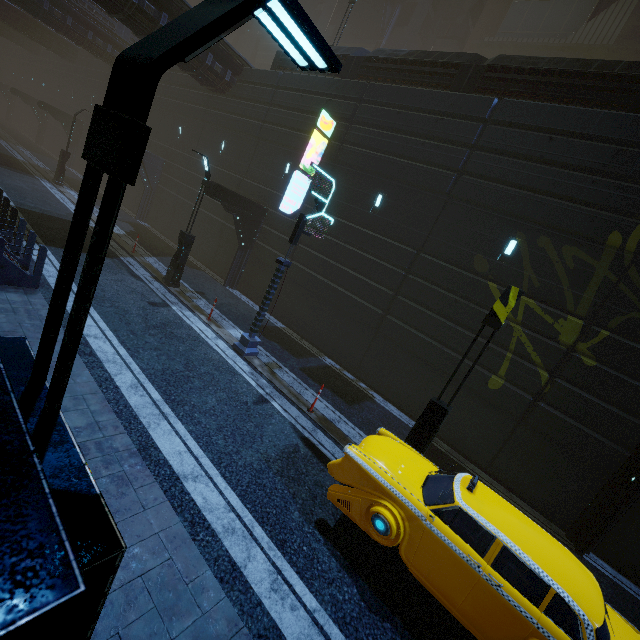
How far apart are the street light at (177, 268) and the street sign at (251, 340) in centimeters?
494cm

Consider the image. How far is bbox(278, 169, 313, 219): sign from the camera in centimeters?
1483cm

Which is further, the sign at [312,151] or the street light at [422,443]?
the sign at [312,151]

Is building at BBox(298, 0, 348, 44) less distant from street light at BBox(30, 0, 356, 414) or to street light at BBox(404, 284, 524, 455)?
street light at BBox(30, 0, 356, 414)

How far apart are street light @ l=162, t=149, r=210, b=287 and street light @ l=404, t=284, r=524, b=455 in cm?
1136

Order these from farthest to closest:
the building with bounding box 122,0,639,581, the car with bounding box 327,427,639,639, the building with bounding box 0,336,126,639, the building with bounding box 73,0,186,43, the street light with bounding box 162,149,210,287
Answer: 1. the building with bounding box 73,0,186,43
2. the street light with bounding box 162,149,210,287
3. the building with bounding box 122,0,639,581
4. the car with bounding box 327,427,639,639
5. the building with bounding box 0,336,126,639

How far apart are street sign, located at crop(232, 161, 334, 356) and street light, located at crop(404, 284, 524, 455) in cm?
570

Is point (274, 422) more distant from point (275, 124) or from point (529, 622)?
point (275, 124)
